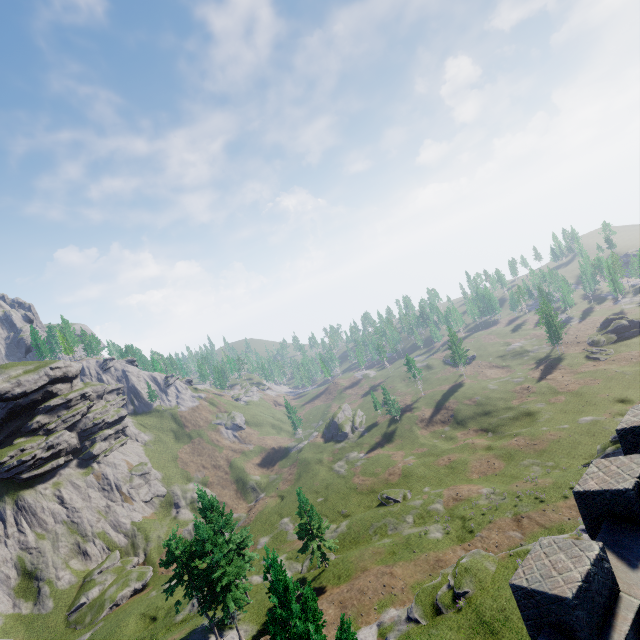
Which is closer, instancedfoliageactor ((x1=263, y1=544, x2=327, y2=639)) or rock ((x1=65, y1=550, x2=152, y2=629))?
instancedfoliageactor ((x1=263, y1=544, x2=327, y2=639))

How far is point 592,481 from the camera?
7.55m

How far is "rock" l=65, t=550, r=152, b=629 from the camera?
48.3 meters

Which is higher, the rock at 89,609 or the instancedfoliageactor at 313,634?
the instancedfoliageactor at 313,634

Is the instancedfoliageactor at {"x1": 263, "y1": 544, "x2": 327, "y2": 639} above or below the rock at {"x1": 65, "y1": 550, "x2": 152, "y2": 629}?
above

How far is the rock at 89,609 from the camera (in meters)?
48.28
